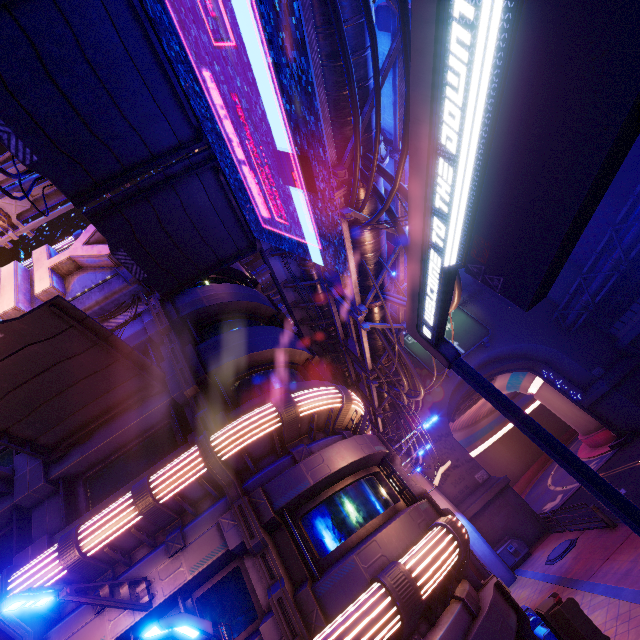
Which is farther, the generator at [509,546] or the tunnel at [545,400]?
the tunnel at [545,400]

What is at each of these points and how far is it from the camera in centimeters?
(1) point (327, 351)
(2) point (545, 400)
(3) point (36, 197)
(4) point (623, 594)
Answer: (1) walkway, 2056cm
(2) tunnel, 3853cm
(3) pipe, 1466cm
(4) beam, 1037cm

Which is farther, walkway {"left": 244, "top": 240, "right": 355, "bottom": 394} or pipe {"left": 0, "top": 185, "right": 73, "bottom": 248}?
pipe {"left": 0, "top": 185, "right": 73, "bottom": 248}

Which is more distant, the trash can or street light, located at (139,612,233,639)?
the trash can

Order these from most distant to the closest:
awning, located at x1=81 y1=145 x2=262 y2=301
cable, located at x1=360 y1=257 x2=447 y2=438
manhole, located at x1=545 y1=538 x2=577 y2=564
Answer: manhole, located at x1=545 y1=538 x2=577 y2=564 → cable, located at x1=360 y1=257 x2=447 y2=438 → awning, located at x1=81 y1=145 x2=262 y2=301

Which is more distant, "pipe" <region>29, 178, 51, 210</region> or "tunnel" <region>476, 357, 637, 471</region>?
"tunnel" <region>476, 357, 637, 471</region>

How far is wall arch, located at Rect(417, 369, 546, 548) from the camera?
23.1m

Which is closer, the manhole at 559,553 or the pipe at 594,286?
the manhole at 559,553
